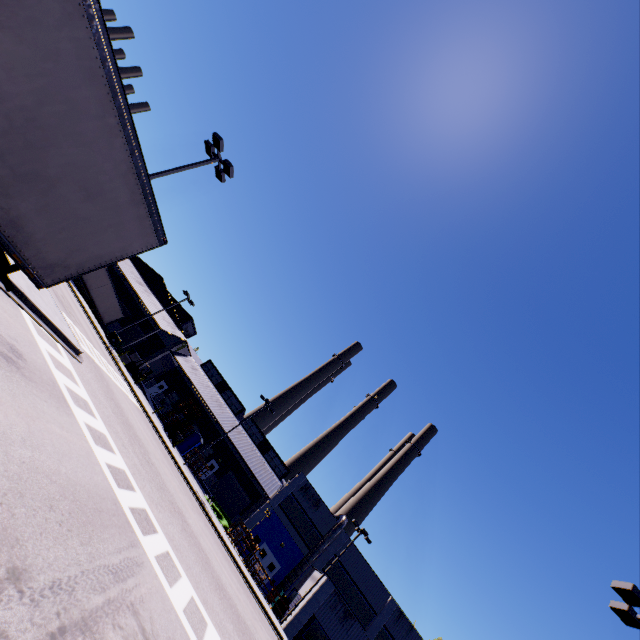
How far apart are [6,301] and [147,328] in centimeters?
4075cm

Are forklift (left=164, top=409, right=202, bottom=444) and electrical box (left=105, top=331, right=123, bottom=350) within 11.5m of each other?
yes

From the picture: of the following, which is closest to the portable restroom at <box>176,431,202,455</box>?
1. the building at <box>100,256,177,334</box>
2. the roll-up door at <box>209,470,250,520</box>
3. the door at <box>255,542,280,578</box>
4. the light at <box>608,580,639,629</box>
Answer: the building at <box>100,256,177,334</box>

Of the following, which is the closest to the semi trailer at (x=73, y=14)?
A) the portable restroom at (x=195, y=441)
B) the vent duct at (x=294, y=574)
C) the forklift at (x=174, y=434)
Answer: the vent duct at (x=294, y=574)

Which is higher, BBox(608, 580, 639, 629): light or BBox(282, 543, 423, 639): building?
BBox(608, 580, 639, 629): light

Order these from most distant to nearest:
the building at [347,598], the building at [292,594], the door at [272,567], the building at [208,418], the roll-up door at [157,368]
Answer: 1. the roll-up door at [157,368]
2. the building at [208,418]
3. the door at [272,567]
4. the building at [292,594]
5. the building at [347,598]

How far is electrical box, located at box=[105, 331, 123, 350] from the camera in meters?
34.4

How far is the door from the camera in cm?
3422
